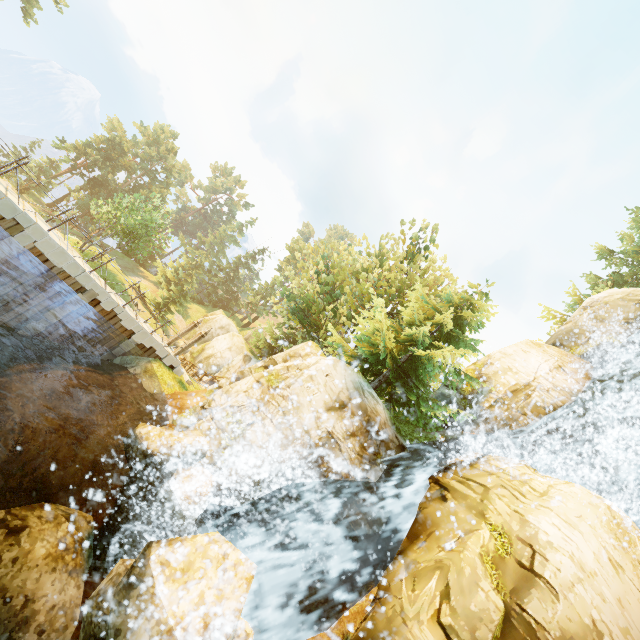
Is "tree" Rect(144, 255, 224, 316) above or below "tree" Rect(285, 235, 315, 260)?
below

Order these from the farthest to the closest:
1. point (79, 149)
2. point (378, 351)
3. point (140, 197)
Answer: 1. point (140, 197)
2. point (79, 149)
3. point (378, 351)

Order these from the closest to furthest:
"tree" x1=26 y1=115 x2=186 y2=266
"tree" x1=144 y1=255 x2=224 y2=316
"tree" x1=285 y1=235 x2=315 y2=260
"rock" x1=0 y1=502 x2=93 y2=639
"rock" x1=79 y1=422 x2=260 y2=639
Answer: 1. "rock" x1=79 y1=422 x2=260 y2=639
2. "rock" x1=0 y1=502 x2=93 y2=639
3. "tree" x1=285 y1=235 x2=315 y2=260
4. "tree" x1=26 y1=115 x2=186 y2=266
5. "tree" x1=144 y1=255 x2=224 y2=316

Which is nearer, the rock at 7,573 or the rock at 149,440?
the rock at 149,440

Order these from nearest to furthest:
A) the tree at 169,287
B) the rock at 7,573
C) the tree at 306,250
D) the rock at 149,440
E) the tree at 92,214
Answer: the rock at 149,440, the rock at 7,573, the tree at 306,250, the tree at 92,214, the tree at 169,287

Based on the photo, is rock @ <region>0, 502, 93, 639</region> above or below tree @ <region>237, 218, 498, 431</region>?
below
